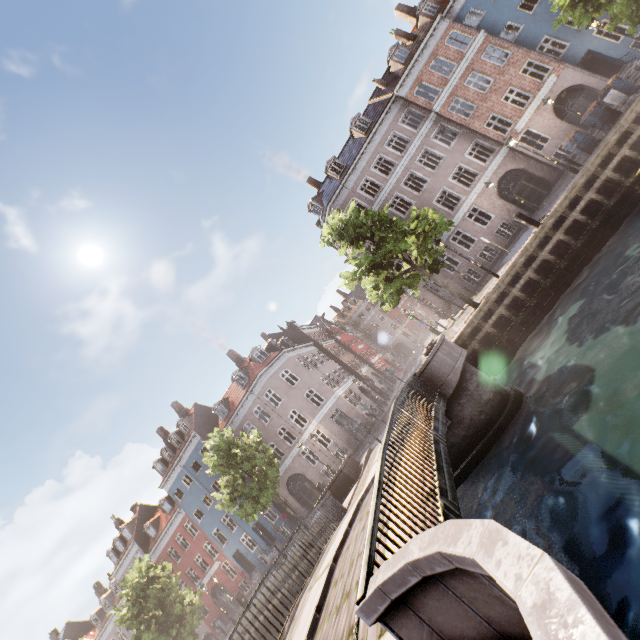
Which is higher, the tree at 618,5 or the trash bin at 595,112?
the tree at 618,5

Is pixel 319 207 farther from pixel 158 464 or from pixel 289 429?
pixel 158 464

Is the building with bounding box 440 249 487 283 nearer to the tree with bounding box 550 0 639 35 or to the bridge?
the tree with bounding box 550 0 639 35

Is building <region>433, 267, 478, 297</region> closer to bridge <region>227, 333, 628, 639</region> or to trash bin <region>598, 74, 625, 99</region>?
trash bin <region>598, 74, 625, 99</region>

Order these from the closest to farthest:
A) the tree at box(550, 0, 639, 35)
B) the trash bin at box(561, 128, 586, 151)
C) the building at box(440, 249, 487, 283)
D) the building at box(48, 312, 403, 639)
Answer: the tree at box(550, 0, 639, 35), the trash bin at box(561, 128, 586, 151), the building at box(440, 249, 487, 283), the building at box(48, 312, 403, 639)

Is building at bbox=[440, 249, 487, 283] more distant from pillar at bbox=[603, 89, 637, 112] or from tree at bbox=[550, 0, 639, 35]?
pillar at bbox=[603, 89, 637, 112]

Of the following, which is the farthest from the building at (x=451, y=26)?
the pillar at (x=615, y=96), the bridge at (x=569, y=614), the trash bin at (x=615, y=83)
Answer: the bridge at (x=569, y=614)

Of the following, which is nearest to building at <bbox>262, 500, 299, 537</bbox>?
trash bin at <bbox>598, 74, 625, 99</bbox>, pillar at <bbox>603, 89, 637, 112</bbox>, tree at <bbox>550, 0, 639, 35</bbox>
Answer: tree at <bbox>550, 0, 639, 35</bbox>
